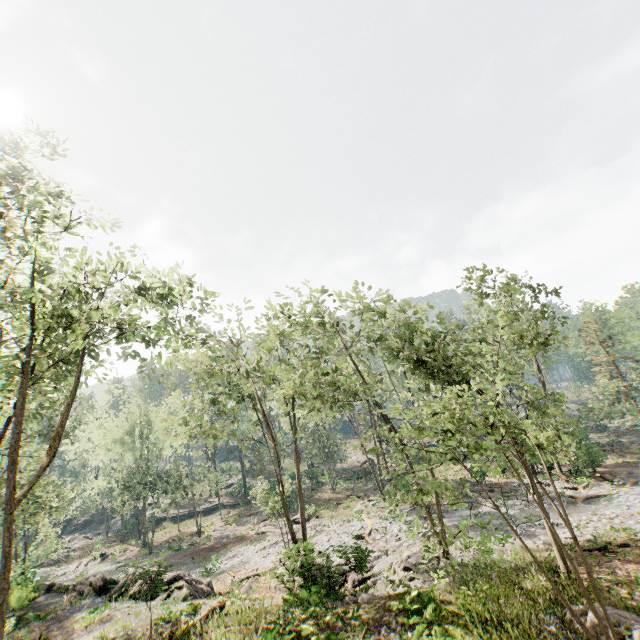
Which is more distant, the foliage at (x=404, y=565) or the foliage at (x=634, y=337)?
the foliage at (x=404, y=565)

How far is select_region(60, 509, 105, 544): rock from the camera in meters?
54.4

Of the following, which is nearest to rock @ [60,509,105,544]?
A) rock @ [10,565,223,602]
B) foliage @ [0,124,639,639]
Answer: foliage @ [0,124,639,639]

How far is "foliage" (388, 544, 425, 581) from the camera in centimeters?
1900cm

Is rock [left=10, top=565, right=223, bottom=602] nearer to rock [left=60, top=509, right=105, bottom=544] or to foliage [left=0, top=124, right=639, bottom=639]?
foliage [left=0, top=124, right=639, bottom=639]

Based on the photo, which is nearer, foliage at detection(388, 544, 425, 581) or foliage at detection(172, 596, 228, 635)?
foliage at detection(172, 596, 228, 635)

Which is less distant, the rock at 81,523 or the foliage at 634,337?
the foliage at 634,337

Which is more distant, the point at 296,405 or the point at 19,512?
the point at 19,512
